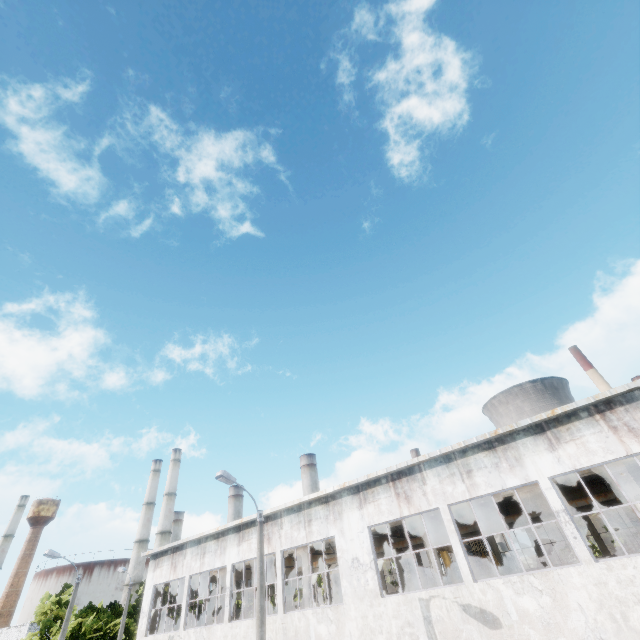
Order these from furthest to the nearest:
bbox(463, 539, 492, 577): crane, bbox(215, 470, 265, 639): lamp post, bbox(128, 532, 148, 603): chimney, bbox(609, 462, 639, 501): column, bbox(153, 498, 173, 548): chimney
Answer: bbox(153, 498, 173, 548): chimney, bbox(128, 532, 148, 603): chimney, bbox(463, 539, 492, 577): crane, bbox(609, 462, 639, 501): column, bbox(215, 470, 265, 639): lamp post

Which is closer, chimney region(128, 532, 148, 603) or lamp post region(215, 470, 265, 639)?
lamp post region(215, 470, 265, 639)

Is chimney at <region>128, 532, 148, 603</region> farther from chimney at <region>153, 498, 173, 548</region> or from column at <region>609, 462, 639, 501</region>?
column at <region>609, 462, 639, 501</region>

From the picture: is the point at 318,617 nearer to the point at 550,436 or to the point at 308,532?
the point at 308,532

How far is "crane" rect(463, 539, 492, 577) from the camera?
19.5 meters

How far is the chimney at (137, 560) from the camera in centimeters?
5482cm

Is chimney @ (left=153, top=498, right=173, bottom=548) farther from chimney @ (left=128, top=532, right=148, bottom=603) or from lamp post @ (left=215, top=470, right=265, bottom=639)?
lamp post @ (left=215, top=470, right=265, bottom=639)

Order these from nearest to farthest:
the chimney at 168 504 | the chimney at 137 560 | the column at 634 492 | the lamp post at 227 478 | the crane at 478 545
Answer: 1. the lamp post at 227 478
2. the column at 634 492
3. the crane at 478 545
4. the chimney at 137 560
5. the chimney at 168 504
